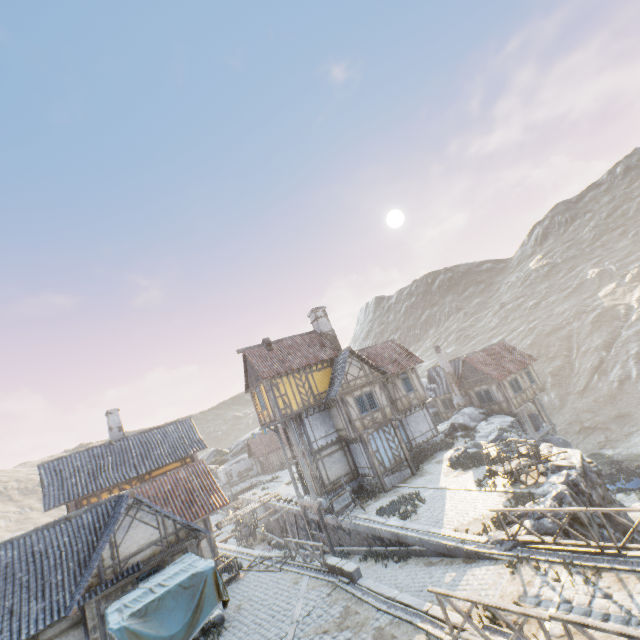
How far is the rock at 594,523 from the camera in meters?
12.2

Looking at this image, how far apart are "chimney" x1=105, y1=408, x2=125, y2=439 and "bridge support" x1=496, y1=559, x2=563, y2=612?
25.53m

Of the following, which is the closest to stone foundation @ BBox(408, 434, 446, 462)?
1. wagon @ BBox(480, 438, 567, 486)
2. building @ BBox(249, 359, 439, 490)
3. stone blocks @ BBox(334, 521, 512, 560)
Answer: building @ BBox(249, 359, 439, 490)

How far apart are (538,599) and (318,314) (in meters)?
22.39

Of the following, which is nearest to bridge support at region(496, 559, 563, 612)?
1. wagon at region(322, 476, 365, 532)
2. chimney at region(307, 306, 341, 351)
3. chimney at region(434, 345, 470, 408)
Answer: wagon at region(322, 476, 365, 532)

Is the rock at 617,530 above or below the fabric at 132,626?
below

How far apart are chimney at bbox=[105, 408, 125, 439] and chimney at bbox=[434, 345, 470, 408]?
29.6 meters

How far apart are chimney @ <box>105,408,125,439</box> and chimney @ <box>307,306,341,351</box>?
16.88m
